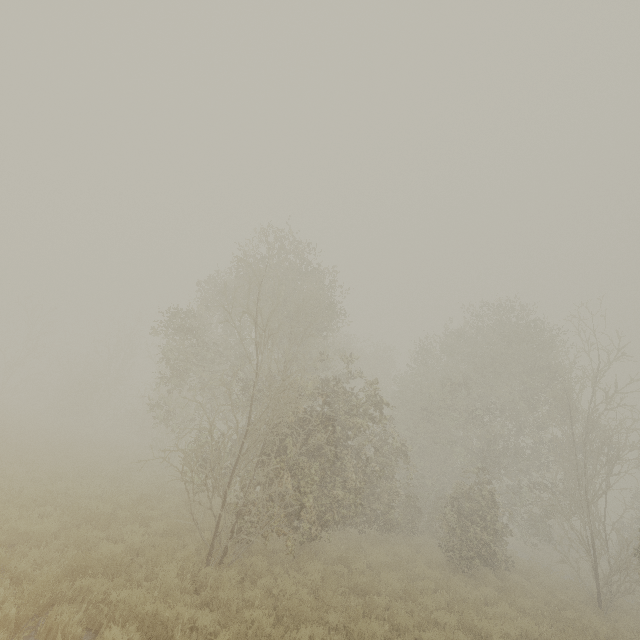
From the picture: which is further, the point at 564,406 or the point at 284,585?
the point at 564,406
